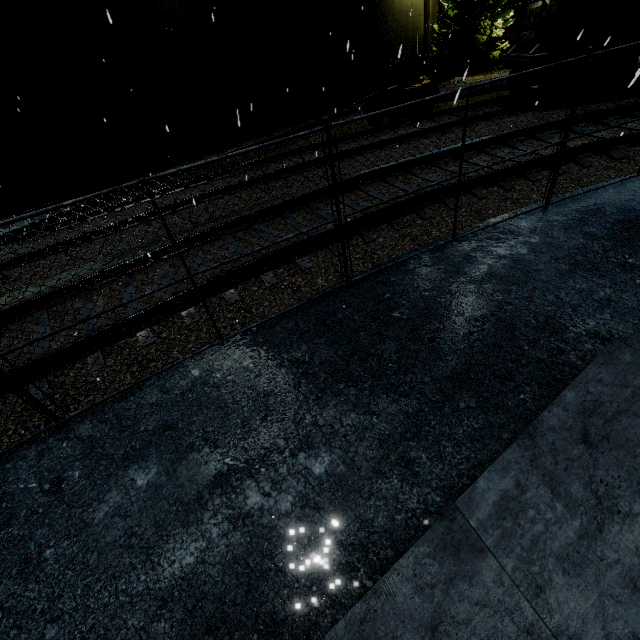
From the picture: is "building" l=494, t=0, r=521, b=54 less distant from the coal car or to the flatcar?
the coal car

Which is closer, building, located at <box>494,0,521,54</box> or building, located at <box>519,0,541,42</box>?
A: building, located at <box>519,0,541,42</box>

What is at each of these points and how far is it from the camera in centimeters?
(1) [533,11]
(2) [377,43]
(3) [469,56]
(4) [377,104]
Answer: (1) building, 2183cm
(2) building, 2136cm
(3) tree, 2159cm
(4) bogie, 1350cm

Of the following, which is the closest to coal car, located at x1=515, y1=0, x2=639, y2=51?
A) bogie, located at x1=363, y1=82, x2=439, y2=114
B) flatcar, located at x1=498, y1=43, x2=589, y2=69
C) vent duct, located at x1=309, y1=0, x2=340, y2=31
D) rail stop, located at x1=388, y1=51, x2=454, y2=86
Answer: flatcar, located at x1=498, y1=43, x2=589, y2=69

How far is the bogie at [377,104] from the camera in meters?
12.9 m

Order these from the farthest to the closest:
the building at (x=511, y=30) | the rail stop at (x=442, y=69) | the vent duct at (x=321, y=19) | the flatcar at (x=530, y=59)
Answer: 1. the building at (x=511, y=30)
2. the rail stop at (x=442, y=69)
3. the vent duct at (x=321, y=19)
4. the flatcar at (x=530, y=59)

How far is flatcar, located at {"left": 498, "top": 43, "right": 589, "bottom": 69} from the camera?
9.6 meters

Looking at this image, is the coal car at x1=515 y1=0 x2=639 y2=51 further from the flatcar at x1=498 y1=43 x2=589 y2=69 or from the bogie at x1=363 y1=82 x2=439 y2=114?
the bogie at x1=363 y1=82 x2=439 y2=114
